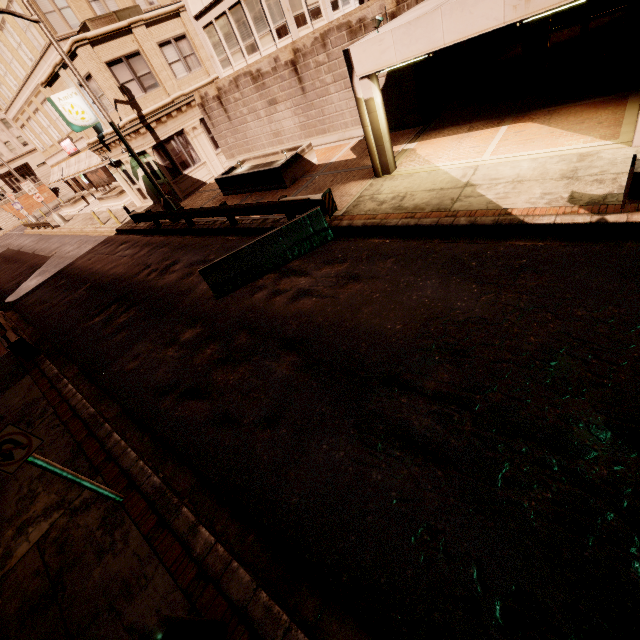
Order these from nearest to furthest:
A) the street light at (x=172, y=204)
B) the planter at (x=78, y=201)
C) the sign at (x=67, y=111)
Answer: the street light at (x=172, y=204)
the sign at (x=67, y=111)
the planter at (x=78, y=201)

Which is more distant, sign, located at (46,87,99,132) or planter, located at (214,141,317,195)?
sign, located at (46,87,99,132)

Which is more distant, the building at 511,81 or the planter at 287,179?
the planter at 287,179

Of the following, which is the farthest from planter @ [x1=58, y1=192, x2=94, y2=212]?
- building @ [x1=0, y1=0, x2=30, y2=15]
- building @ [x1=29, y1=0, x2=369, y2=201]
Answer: building @ [x1=29, y1=0, x2=369, y2=201]

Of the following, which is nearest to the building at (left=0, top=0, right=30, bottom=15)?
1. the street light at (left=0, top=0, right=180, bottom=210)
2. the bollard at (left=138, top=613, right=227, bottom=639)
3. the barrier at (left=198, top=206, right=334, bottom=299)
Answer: the street light at (left=0, top=0, right=180, bottom=210)

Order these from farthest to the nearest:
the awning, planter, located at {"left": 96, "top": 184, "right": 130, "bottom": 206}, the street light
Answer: the awning, planter, located at {"left": 96, "top": 184, "right": 130, "bottom": 206}, the street light

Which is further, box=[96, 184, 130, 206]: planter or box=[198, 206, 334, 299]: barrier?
box=[96, 184, 130, 206]: planter

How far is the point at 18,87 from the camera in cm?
2920
